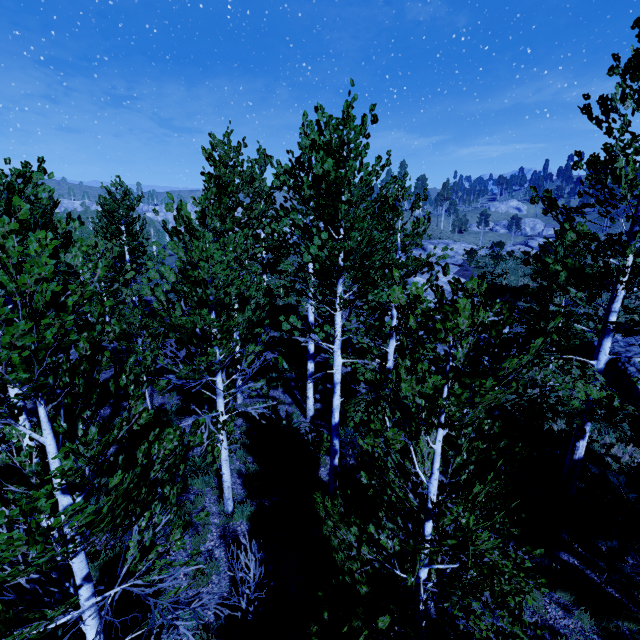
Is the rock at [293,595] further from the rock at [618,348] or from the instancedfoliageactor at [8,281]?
the rock at [618,348]

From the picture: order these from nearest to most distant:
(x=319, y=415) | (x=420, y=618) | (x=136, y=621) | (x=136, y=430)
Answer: (x=420, y=618), (x=136, y=621), (x=136, y=430), (x=319, y=415)

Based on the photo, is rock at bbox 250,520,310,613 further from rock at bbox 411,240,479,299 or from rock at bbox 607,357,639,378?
rock at bbox 411,240,479,299

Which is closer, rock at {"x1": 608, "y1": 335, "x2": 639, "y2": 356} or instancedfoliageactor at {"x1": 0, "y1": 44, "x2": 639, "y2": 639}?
instancedfoliageactor at {"x1": 0, "y1": 44, "x2": 639, "y2": 639}

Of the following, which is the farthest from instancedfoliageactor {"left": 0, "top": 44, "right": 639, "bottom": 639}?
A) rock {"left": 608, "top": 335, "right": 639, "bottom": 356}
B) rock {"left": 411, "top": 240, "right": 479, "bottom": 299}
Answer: rock {"left": 411, "top": 240, "right": 479, "bottom": 299}

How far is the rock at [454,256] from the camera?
25.5 meters
